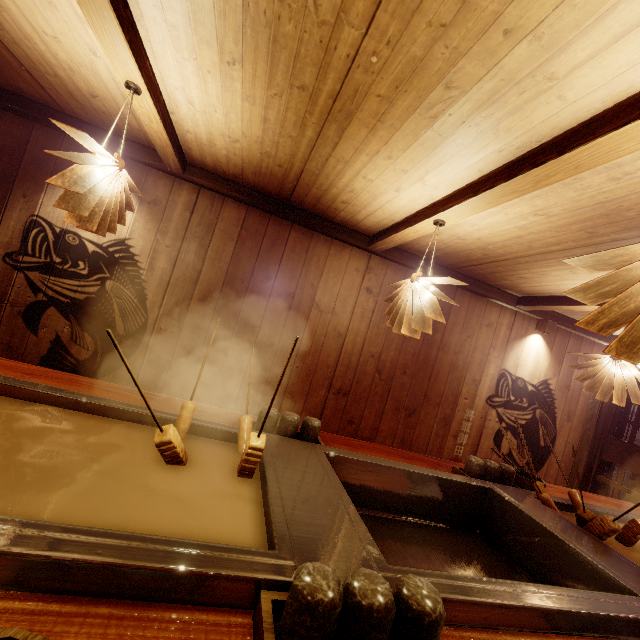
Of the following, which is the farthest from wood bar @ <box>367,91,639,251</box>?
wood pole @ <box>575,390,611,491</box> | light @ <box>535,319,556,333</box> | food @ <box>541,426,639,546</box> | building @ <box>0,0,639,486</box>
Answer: wood pole @ <box>575,390,611,491</box>

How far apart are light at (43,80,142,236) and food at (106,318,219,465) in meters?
1.7 m

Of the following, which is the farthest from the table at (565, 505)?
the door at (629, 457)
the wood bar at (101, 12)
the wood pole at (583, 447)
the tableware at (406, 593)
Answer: the wood bar at (101, 12)

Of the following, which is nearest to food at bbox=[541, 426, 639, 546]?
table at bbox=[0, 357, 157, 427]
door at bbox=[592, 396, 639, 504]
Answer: table at bbox=[0, 357, 157, 427]

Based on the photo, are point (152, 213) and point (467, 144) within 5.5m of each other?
yes

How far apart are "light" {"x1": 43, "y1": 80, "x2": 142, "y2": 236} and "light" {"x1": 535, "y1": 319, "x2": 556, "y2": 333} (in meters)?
7.91

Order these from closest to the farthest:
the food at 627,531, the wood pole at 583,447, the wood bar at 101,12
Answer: the wood bar at 101,12, the food at 627,531, the wood pole at 583,447

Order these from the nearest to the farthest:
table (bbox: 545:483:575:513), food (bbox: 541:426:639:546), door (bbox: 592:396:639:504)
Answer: food (bbox: 541:426:639:546) → table (bbox: 545:483:575:513) → door (bbox: 592:396:639:504)
